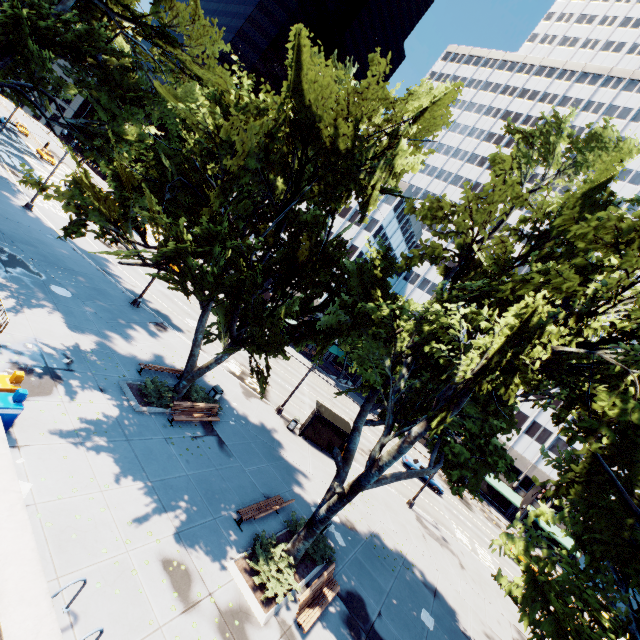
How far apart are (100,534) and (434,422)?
9.6 meters

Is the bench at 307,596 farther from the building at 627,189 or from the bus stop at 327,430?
the building at 627,189

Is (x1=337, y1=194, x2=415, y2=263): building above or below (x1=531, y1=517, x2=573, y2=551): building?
above

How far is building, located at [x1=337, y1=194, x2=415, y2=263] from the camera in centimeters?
5278cm

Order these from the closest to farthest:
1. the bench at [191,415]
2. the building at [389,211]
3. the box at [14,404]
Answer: the box at [14,404] < the bench at [191,415] < the building at [389,211]

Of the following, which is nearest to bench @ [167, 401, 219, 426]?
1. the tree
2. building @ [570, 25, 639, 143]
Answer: the tree

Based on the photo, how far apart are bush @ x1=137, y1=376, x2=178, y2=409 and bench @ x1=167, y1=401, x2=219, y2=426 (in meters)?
0.41

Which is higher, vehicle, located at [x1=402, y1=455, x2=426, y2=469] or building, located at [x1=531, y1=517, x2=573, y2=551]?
building, located at [x1=531, y1=517, x2=573, y2=551]
